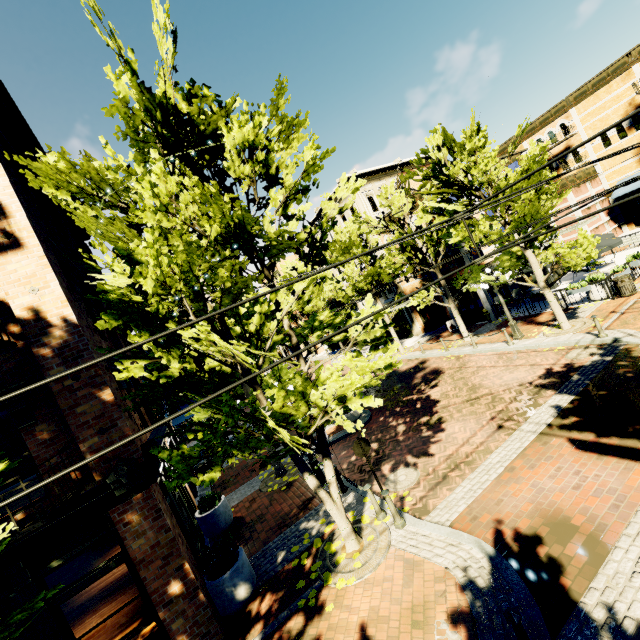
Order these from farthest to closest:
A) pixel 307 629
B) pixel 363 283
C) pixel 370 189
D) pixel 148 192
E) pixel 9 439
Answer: pixel 370 189 → pixel 363 283 → pixel 9 439 → pixel 307 629 → pixel 148 192

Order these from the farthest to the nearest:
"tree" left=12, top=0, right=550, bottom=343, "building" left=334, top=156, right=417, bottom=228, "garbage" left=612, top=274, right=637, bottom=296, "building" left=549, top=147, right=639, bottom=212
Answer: "building" left=334, top=156, right=417, bottom=228, "building" left=549, top=147, right=639, bottom=212, "garbage" left=612, top=274, right=637, bottom=296, "tree" left=12, top=0, right=550, bottom=343

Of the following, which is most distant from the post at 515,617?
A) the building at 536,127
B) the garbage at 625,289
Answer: the building at 536,127

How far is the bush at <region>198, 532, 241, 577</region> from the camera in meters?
7.2

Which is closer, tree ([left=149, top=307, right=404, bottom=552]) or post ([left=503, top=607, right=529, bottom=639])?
post ([left=503, top=607, right=529, bottom=639])

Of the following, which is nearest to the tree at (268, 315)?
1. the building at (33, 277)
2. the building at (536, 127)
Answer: the building at (33, 277)

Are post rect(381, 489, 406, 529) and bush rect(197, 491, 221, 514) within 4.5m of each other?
no

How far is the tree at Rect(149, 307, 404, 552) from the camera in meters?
5.4 m
